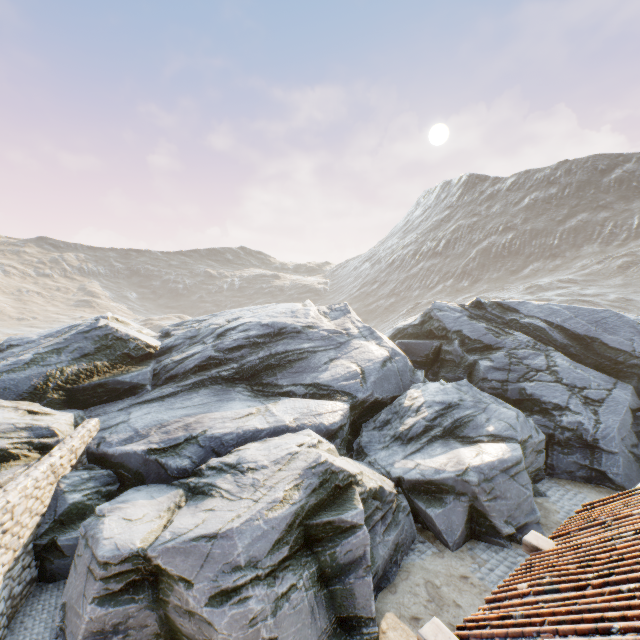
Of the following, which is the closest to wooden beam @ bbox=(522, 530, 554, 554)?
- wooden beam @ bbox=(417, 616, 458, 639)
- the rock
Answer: wooden beam @ bbox=(417, 616, 458, 639)

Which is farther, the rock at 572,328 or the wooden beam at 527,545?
the rock at 572,328

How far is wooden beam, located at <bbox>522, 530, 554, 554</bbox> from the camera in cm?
577

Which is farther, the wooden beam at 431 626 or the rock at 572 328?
the rock at 572 328

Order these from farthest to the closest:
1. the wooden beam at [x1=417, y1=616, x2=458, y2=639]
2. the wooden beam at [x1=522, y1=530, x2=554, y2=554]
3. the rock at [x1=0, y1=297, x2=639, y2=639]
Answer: the rock at [x1=0, y1=297, x2=639, y2=639], the wooden beam at [x1=522, y1=530, x2=554, y2=554], the wooden beam at [x1=417, y1=616, x2=458, y2=639]

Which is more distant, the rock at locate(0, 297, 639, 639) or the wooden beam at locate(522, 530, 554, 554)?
the rock at locate(0, 297, 639, 639)

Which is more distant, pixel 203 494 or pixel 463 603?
pixel 203 494

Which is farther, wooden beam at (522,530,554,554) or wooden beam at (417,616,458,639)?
wooden beam at (522,530,554,554)
